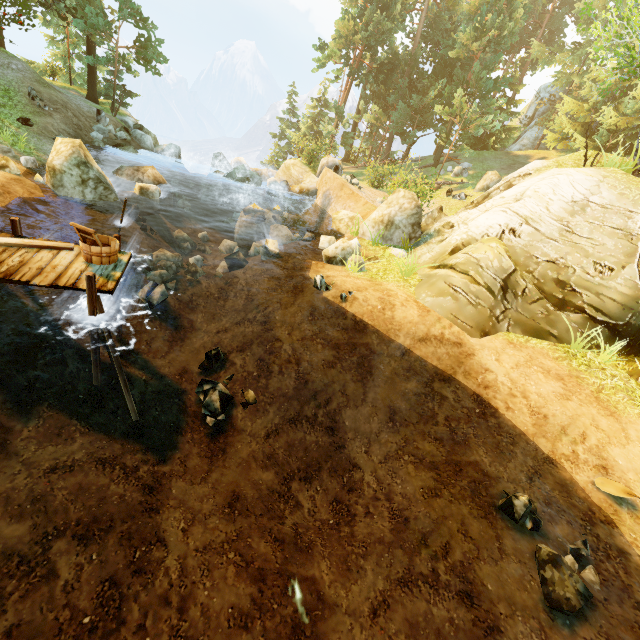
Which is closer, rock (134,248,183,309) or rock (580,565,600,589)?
rock (580,565,600,589)

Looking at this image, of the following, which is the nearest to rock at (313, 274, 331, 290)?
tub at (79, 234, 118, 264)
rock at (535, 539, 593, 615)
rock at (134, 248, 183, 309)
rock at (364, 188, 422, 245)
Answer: rock at (134, 248, 183, 309)

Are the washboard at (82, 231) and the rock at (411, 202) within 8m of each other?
no

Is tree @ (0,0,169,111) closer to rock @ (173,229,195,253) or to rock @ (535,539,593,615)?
rock @ (173,229,195,253)

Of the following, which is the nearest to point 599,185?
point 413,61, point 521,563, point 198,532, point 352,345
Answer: point 352,345

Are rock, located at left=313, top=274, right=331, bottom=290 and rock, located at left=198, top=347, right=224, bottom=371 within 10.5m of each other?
yes

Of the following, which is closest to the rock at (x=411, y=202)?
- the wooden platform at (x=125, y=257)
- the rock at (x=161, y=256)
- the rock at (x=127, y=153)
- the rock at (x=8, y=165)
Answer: the rock at (x=161, y=256)

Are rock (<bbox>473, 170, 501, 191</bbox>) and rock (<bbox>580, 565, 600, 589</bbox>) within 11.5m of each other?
no
